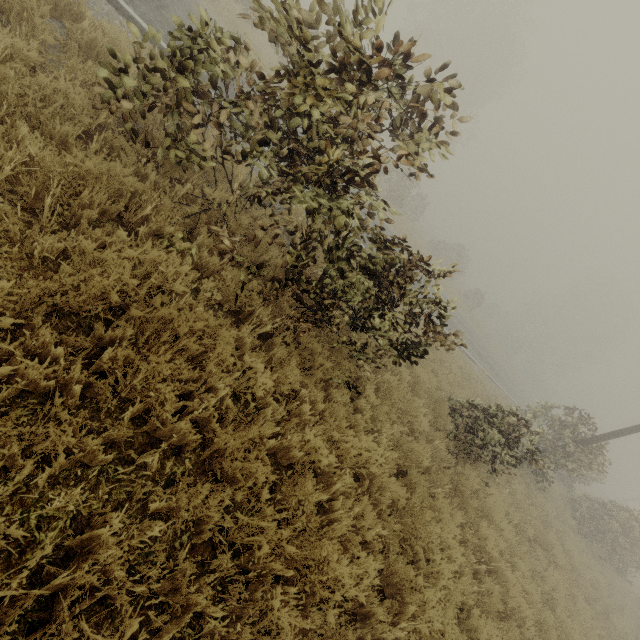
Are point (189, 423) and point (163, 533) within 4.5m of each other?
yes
